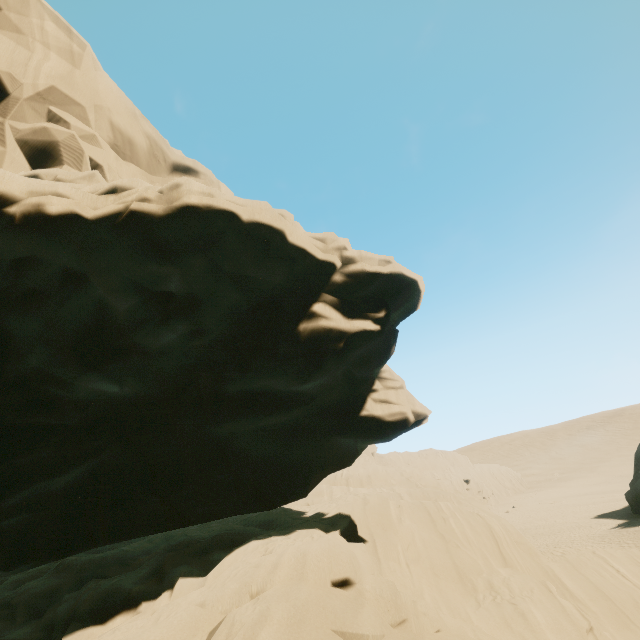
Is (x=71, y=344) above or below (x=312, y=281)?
below
